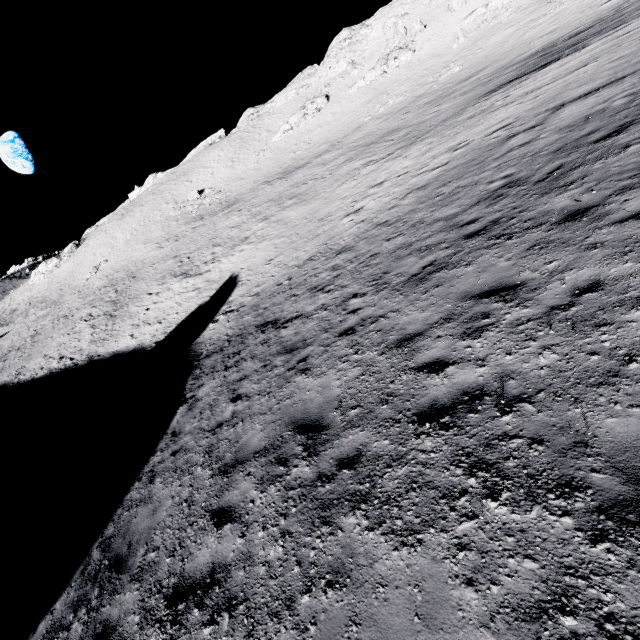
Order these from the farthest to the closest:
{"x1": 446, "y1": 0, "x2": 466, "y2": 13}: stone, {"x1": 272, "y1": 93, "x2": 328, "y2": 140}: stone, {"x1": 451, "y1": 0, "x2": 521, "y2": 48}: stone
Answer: {"x1": 272, "y1": 93, "x2": 328, "y2": 140}: stone, {"x1": 446, "y1": 0, "x2": 466, "y2": 13}: stone, {"x1": 451, "y1": 0, "x2": 521, "y2": 48}: stone

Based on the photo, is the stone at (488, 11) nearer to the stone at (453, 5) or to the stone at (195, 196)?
the stone at (453, 5)

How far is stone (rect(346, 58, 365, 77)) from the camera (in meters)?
57.81

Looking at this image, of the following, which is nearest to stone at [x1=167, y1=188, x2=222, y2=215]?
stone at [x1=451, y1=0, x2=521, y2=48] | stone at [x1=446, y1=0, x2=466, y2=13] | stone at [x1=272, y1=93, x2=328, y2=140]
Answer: stone at [x1=272, y1=93, x2=328, y2=140]

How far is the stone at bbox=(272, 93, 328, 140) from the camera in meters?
57.6

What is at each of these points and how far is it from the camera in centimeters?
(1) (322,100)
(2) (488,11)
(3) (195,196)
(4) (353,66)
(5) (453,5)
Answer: (1) stone, 5741cm
(2) stone, 4466cm
(3) stone, 5706cm
(4) stone, 5803cm
(5) stone, 4922cm

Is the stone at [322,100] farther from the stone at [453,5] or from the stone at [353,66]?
the stone at [453,5]

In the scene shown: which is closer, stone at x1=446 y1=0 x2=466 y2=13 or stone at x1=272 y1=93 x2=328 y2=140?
stone at x1=446 y1=0 x2=466 y2=13
